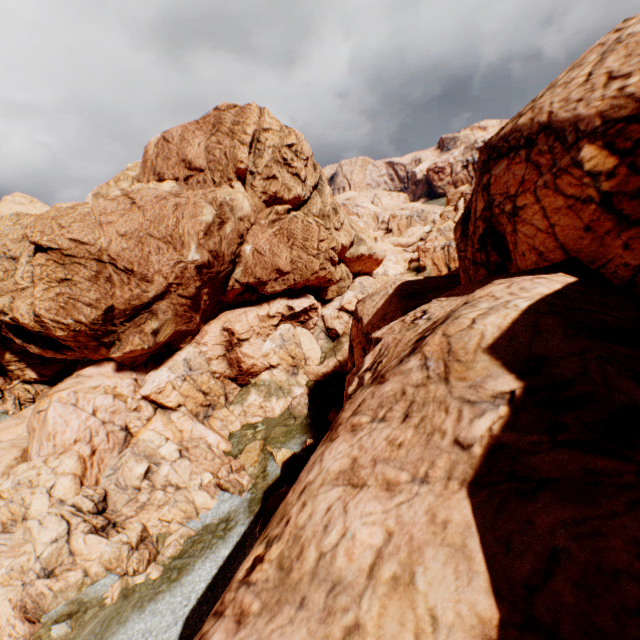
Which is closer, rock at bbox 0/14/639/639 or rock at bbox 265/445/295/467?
rock at bbox 0/14/639/639

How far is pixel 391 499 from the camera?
5.3 meters

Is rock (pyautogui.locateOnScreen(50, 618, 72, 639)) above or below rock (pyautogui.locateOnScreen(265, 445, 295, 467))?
below

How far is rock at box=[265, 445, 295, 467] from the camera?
27.9 meters

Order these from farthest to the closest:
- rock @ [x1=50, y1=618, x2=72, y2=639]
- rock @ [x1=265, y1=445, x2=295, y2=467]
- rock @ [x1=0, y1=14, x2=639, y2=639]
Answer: rock @ [x1=265, y1=445, x2=295, y2=467]
rock @ [x1=50, y1=618, x2=72, y2=639]
rock @ [x1=0, y1=14, x2=639, y2=639]

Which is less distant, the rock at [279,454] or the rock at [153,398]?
the rock at [153,398]

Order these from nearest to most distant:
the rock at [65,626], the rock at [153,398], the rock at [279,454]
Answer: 1. the rock at [153,398]
2. the rock at [65,626]
3. the rock at [279,454]
